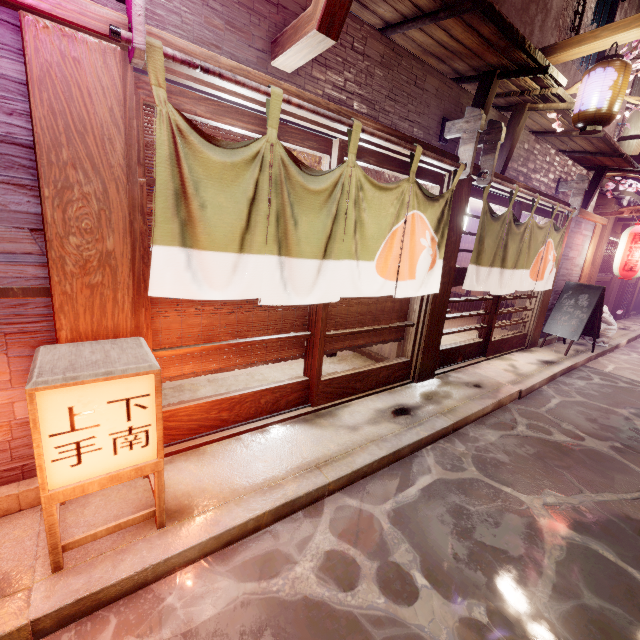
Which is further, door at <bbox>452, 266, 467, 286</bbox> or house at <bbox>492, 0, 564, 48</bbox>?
door at <bbox>452, 266, 467, 286</bbox>

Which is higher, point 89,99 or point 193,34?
point 193,34

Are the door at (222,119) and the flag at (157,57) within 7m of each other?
yes

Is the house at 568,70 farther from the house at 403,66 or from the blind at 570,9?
the blind at 570,9

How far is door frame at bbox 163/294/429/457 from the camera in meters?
5.1 m

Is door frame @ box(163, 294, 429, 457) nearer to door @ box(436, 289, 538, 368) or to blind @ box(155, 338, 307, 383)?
blind @ box(155, 338, 307, 383)

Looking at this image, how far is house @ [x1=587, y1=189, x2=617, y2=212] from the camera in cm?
1402

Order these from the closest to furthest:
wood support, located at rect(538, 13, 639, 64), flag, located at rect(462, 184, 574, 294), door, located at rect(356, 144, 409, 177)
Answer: door, located at rect(356, 144, 409, 177) → wood support, located at rect(538, 13, 639, 64) → flag, located at rect(462, 184, 574, 294)
